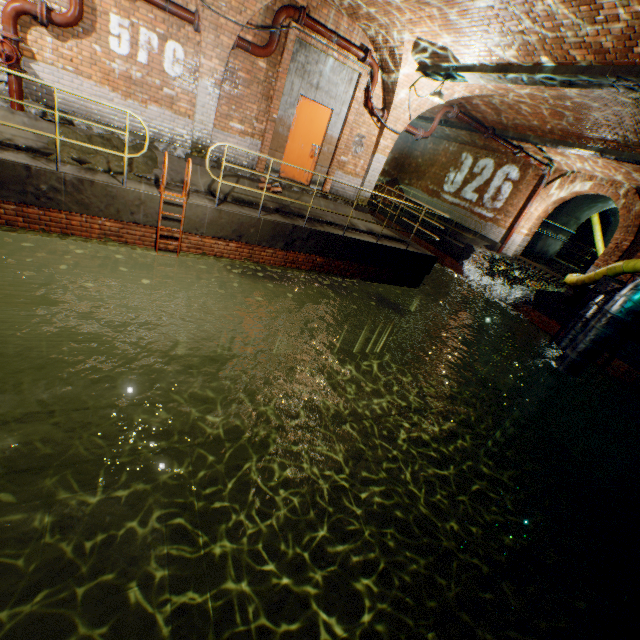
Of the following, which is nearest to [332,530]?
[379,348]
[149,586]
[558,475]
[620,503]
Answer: [149,586]

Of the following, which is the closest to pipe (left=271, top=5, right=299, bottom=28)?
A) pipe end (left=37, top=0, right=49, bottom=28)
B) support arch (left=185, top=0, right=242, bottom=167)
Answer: support arch (left=185, top=0, right=242, bottom=167)

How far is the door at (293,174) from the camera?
9.4m

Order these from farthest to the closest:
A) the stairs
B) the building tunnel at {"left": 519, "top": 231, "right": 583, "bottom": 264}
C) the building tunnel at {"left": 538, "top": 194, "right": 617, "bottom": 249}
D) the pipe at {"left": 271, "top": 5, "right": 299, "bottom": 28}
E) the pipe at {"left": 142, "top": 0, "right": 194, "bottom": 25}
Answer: the stairs
the building tunnel at {"left": 519, "top": 231, "right": 583, "bottom": 264}
the building tunnel at {"left": 538, "top": 194, "right": 617, "bottom": 249}
the pipe at {"left": 271, "top": 5, "right": 299, "bottom": 28}
the pipe at {"left": 142, "top": 0, "right": 194, "bottom": 25}

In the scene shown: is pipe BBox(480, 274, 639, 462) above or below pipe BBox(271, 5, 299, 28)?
below

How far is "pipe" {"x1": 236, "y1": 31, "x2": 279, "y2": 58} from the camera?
7.38m

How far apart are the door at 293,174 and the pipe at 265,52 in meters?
1.1 m

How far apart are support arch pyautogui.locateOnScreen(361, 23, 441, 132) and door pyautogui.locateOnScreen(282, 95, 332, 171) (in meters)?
1.65
